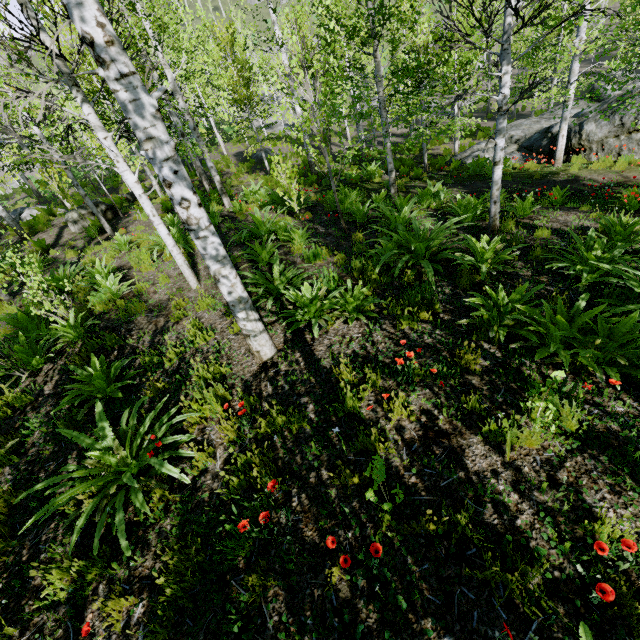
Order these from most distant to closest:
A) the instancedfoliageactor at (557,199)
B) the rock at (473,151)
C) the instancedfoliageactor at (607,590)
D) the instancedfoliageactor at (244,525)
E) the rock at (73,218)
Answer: the rock at (473,151) < the rock at (73,218) < the instancedfoliageactor at (557,199) < the instancedfoliageactor at (244,525) < the instancedfoliageactor at (607,590)

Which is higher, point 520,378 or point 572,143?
point 520,378

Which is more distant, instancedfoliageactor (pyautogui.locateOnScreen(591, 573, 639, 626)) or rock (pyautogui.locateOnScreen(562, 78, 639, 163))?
rock (pyautogui.locateOnScreen(562, 78, 639, 163))

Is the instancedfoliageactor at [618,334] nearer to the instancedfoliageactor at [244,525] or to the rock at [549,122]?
the rock at [549,122]

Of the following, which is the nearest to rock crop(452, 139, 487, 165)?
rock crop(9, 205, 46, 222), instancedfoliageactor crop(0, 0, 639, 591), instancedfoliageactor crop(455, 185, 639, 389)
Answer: instancedfoliageactor crop(0, 0, 639, 591)

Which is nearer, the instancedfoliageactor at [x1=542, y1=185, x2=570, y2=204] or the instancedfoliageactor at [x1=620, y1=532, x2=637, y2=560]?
the instancedfoliageactor at [x1=620, y1=532, x2=637, y2=560]

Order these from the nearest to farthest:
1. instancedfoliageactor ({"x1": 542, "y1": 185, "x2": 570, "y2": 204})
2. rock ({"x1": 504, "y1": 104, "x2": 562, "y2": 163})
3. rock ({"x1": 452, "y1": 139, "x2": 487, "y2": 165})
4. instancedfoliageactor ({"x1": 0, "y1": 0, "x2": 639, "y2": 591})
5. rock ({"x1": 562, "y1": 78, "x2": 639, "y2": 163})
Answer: instancedfoliageactor ({"x1": 0, "y1": 0, "x2": 639, "y2": 591}) → instancedfoliageactor ({"x1": 542, "y1": 185, "x2": 570, "y2": 204}) → rock ({"x1": 562, "y1": 78, "x2": 639, "y2": 163}) → rock ({"x1": 504, "y1": 104, "x2": 562, "y2": 163}) → rock ({"x1": 452, "y1": 139, "x2": 487, "y2": 165})
